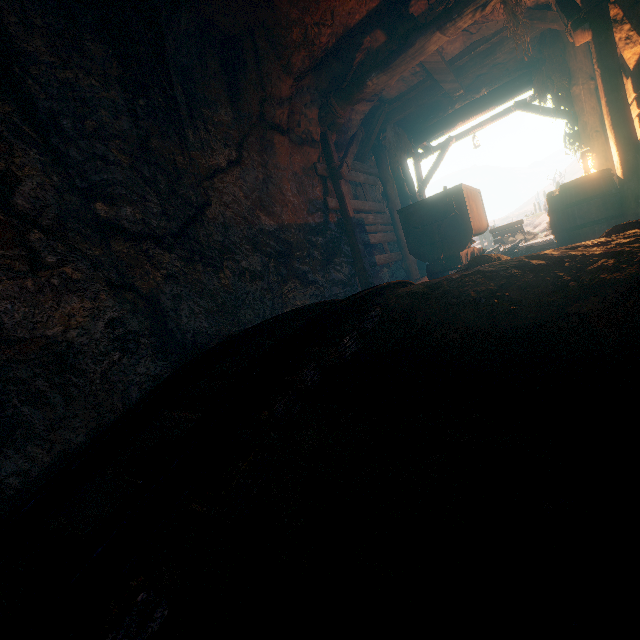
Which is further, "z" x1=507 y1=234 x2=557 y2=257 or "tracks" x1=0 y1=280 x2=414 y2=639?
"z" x1=507 y1=234 x2=557 y2=257

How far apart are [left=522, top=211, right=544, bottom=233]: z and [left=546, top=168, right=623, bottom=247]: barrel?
37.1 meters

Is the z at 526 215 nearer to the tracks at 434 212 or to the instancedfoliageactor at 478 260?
the tracks at 434 212

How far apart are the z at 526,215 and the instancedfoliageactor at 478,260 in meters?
41.8

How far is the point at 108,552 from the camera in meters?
0.8

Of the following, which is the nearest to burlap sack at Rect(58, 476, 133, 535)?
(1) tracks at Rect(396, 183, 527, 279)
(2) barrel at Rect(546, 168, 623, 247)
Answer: (1) tracks at Rect(396, 183, 527, 279)

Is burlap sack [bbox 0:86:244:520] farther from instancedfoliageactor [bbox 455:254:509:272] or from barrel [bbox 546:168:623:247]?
barrel [bbox 546:168:623:247]

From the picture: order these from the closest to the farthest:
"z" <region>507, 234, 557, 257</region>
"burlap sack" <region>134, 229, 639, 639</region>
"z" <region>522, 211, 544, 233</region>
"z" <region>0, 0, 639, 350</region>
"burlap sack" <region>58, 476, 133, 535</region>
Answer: "burlap sack" <region>134, 229, 639, 639</region> < "burlap sack" <region>58, 476, 133, 535</region> < "z" <region>0, 0, 639, 350</region> < "z" <region>507, 234, 557, 257</region> < "z" <region>522, 211, 544, 233</region>
